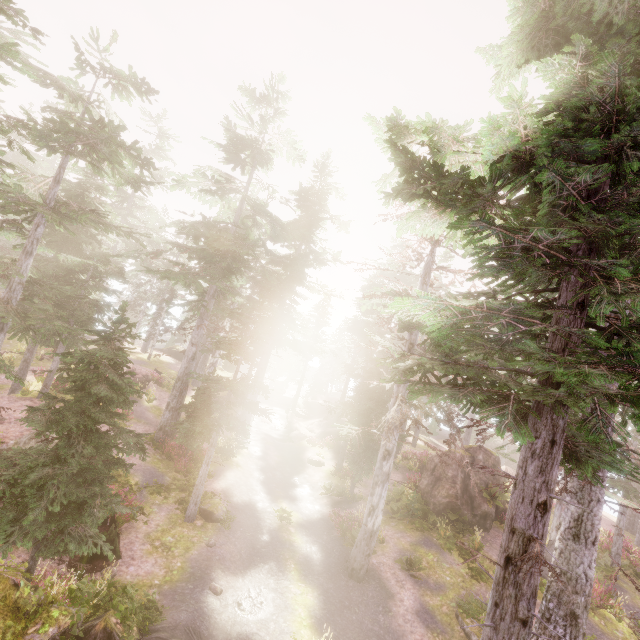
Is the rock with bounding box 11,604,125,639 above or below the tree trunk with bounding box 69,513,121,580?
above

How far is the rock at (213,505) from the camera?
15.3 meters

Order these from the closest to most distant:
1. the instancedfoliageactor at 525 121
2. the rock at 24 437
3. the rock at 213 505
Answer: the instancedfoliageactor at 525 121
the rock at 24 437
the rock at 213 505

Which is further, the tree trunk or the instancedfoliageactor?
the tree trunk

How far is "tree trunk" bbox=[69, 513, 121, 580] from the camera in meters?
10.6

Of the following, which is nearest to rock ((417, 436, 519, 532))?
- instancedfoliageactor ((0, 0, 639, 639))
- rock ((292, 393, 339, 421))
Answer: instancedfoliageactor ((0, 0, 639, 639))

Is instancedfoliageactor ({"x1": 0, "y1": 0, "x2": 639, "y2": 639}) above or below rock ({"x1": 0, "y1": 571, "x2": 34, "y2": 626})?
above

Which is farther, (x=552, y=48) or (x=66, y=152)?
(x=66, y=152)
